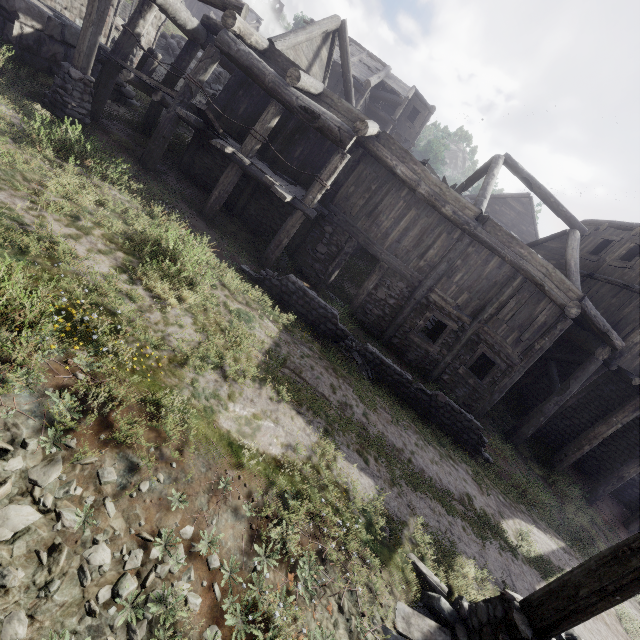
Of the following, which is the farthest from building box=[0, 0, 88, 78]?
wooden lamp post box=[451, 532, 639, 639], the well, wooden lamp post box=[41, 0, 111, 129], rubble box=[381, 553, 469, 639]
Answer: the well

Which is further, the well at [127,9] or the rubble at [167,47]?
the rubble at [167,47]

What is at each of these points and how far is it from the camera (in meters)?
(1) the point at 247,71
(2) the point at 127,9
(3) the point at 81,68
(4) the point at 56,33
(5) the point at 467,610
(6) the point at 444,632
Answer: (1) building, 8.78
(2) well, 20.56
(3) wooden lamp post, 8.23
(4) building, 9.62
(5) wooden lamp post, 4.35
(6) rubble, 4.12

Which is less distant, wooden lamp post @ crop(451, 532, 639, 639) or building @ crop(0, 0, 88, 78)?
wooden lamp post @ crop(451, 532, 639, 639)

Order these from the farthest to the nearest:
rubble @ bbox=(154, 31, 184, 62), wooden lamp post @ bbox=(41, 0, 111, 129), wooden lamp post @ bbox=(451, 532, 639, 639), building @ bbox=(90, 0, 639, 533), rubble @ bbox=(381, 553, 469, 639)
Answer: rubble @ bbox=(154, 31, 184, 62) < building @ bbox=(90, 0, 639, 533) < wooden lamp post @ bbox=(41, 0, 111, 129) < rubble @ bbox=(381, 553, 469, 639) < wooden lamp post @ bbox=(451, 532, 639, 639)

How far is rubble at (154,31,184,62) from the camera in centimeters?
2103cm

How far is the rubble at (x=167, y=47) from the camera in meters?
21.0

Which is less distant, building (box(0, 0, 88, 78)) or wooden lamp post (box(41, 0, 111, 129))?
wooden lamp post (box(41, 0, 111, 129))
